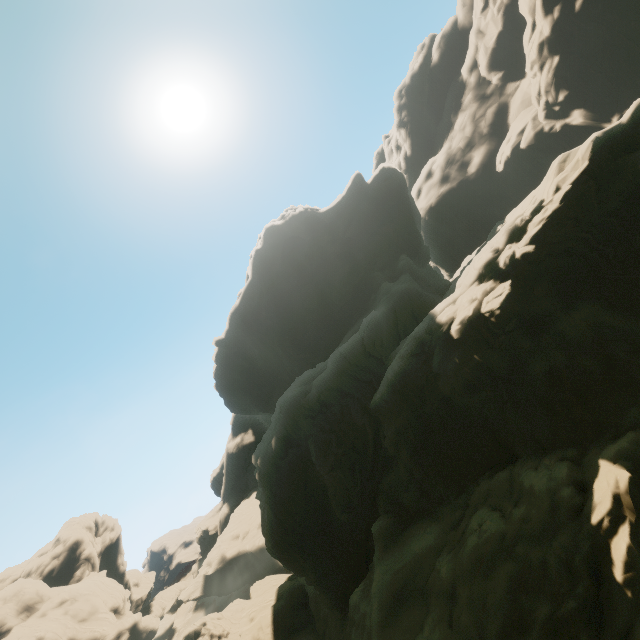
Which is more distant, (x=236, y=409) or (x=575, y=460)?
(x=236, y=409)
